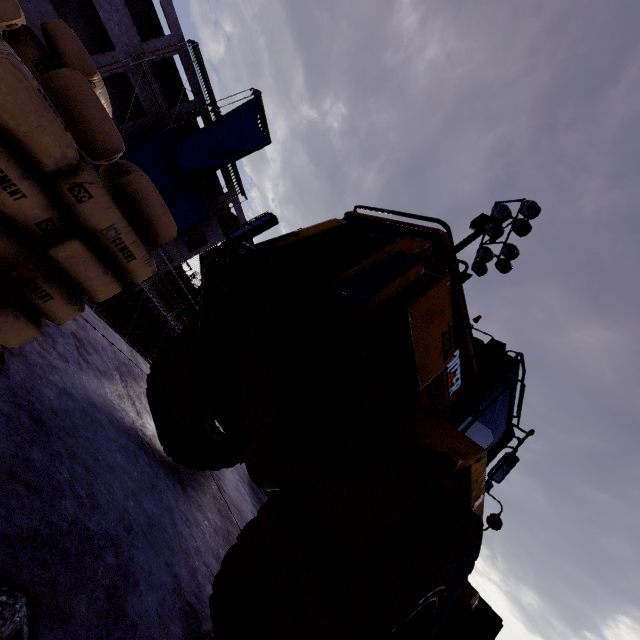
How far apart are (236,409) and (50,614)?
2.6 meters

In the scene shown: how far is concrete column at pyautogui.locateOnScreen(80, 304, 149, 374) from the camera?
4.5m

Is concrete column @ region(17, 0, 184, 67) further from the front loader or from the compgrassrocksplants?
the compgrassrocksplants

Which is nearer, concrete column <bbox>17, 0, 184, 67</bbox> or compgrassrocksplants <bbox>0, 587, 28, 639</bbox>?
compgrassrocksplants <bbox>0, 587, 28, 639</bbox>

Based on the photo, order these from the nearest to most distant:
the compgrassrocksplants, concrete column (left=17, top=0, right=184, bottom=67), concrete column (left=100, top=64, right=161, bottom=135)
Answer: the compgrassrocksplants < concrete column (left=17, top=0, right=184, bottom=67) < concrete column (left=100, top=64, right=161, bottom=135)

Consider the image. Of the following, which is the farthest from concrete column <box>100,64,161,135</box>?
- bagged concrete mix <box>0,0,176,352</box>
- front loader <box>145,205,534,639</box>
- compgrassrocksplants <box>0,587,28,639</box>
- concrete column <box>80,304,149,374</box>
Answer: compgrassrocksplants <box>0,587,28,639</box>

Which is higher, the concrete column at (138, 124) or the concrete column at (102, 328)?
the concrete column at (138, 124)

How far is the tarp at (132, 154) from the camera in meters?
24.2
